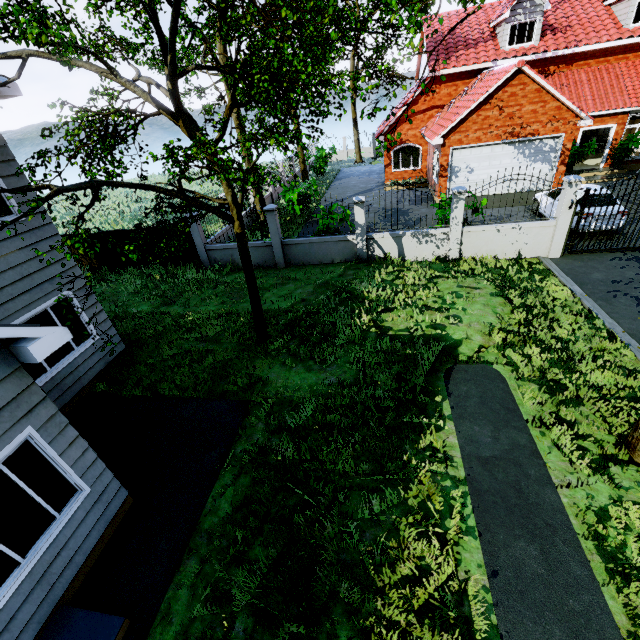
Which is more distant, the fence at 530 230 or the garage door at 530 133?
the garage door at 530 133

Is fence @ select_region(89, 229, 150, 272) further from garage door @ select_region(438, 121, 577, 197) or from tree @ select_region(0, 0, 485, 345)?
garage door @ select_region(438, 121, 577, 197)

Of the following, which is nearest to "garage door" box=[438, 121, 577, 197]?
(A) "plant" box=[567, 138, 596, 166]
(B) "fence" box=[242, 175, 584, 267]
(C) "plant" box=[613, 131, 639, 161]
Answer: (A) "plant" box=[567, 138, 596, 166]

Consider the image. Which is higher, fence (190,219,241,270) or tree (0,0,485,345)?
tree (0,0,485,345)

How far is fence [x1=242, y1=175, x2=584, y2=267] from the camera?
10.7m

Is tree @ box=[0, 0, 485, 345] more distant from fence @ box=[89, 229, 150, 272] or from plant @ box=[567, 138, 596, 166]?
plant @ box=[567, 138, 596, 166]

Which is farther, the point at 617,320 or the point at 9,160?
the point at 617,320

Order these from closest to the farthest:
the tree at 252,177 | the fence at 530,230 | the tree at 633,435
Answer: the tree at 252,177 < the tree at 633,435 < the fence at 530,230
